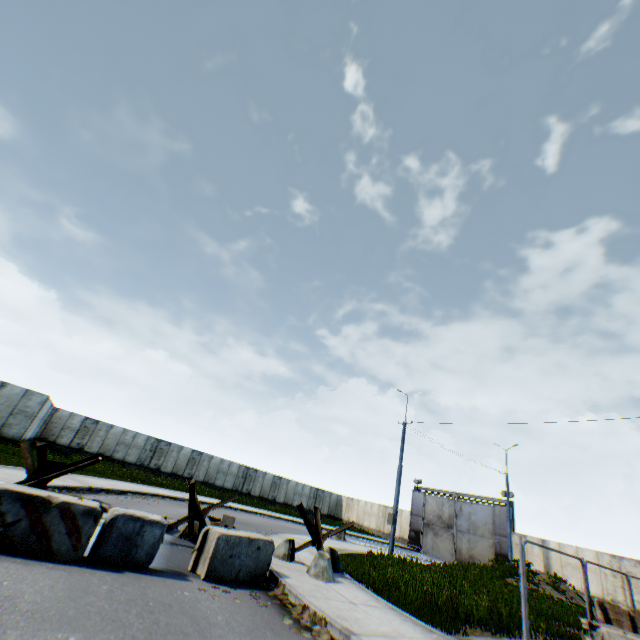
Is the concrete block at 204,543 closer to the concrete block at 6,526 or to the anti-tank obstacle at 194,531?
the concrete block at 6,526

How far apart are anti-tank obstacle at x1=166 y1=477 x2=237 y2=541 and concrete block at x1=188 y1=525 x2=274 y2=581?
1.70m

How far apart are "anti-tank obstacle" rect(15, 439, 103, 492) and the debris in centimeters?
462cm

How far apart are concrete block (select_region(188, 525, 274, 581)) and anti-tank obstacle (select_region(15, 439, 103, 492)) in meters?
2.9 m

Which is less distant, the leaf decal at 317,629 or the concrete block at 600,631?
the leaf decal at 317,629

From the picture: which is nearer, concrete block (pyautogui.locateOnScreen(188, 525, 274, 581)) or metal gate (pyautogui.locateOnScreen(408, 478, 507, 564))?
concrete block (pyautogui.locateOnScreen(188, 525, 274, 581))

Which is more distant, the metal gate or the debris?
the metal gate

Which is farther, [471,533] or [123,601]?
[471,533]
